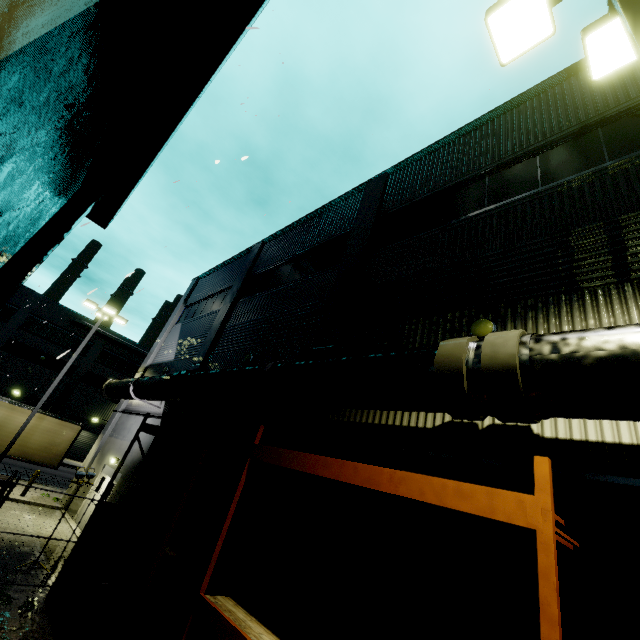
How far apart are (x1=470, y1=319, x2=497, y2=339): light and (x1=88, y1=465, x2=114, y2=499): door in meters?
15.2 m

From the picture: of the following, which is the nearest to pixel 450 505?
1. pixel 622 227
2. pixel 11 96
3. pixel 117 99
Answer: pixel 622 227

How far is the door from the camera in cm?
1455

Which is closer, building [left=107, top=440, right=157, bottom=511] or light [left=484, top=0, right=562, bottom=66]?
light [left=484, top=0, right=562, bottom=66]

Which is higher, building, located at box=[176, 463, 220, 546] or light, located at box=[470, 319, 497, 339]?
light, located at box=[470, 319, 497, 339]

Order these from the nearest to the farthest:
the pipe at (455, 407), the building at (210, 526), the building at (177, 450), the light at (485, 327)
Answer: the pipe at (455, 407)
the light at (485, 327)
the building at (210, 526)
the building at (177, 450)

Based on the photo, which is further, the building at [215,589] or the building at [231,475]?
the building at [231,475]

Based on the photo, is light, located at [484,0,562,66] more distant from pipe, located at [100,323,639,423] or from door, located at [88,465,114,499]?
door, located at [88,465,114,499]
